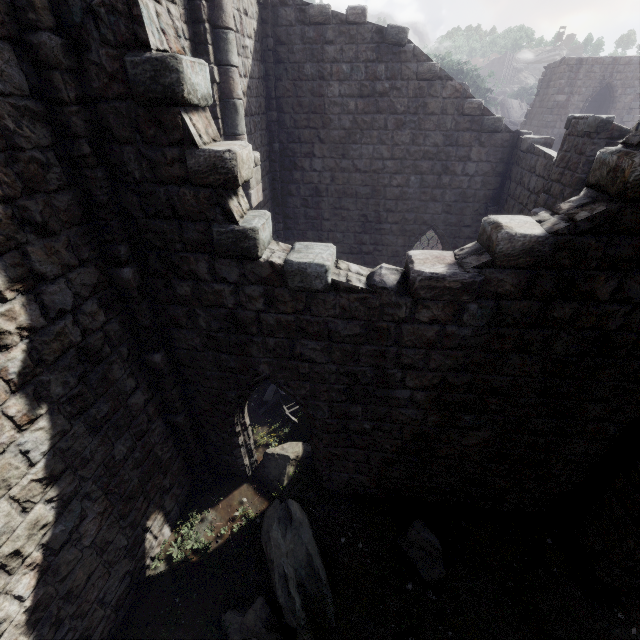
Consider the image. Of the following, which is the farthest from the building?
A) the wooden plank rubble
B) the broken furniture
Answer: the broken furniture

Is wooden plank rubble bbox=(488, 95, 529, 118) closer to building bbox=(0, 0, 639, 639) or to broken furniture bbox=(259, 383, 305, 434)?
building bbox=(0, 0, 639, 639)

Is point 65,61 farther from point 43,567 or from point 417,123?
point 417,123

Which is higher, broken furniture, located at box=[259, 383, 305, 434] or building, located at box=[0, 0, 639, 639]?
building, located at box=[0, 0, 639, 639]

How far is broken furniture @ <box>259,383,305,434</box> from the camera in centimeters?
941cm

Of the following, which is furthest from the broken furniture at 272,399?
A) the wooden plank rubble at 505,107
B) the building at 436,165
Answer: the wooden plank rubble at 505,107

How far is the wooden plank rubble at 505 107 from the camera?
46.41m
